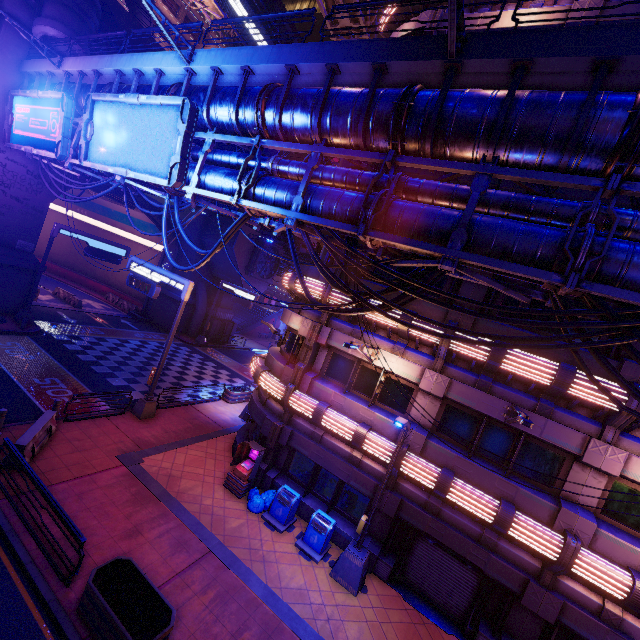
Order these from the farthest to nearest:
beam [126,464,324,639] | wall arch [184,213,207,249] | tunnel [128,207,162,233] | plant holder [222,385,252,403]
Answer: tunnel [128,207,162,233] < wall arch [184,213,207,249] < plant holder [222,385,252,403] < beam [126,464,324,639]

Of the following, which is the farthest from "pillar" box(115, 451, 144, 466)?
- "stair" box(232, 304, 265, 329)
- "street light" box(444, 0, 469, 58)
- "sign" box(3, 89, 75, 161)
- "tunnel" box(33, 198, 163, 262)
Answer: "stair" box(232, 304, 265, 329)

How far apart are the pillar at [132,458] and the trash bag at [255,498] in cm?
437

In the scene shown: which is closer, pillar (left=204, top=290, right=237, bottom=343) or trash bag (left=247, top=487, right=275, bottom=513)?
trash bag (left=247, top=487, right=275, bottom=513)

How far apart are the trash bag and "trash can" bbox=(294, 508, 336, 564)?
1.47m

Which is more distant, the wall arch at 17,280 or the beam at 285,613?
the wall arch at 17,280

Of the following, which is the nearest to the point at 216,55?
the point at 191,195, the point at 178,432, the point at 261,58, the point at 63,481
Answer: the point at 261,58

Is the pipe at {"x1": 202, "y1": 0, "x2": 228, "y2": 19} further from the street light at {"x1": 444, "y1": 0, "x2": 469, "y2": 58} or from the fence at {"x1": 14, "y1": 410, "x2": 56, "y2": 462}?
the fence at {"x1": 14, "y1": 410, "x2": 56, "y2": 462}
